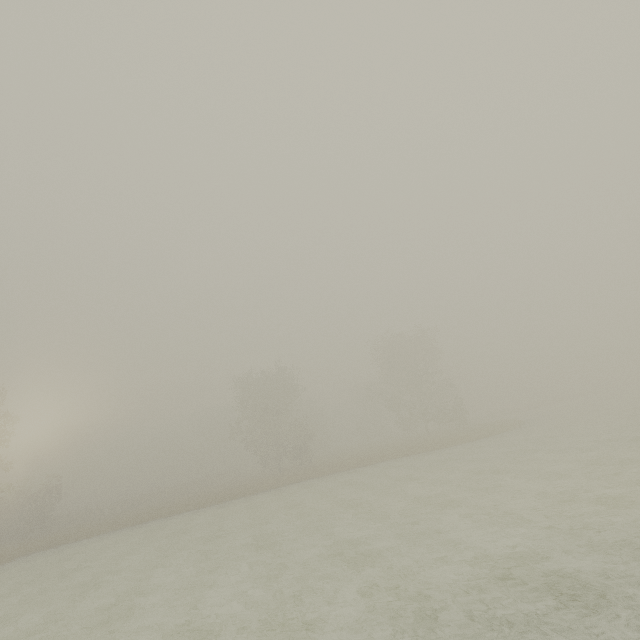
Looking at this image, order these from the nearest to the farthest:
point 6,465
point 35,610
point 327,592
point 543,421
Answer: point 327,592 < point 35,610 < point 6,465 < point 543,421
